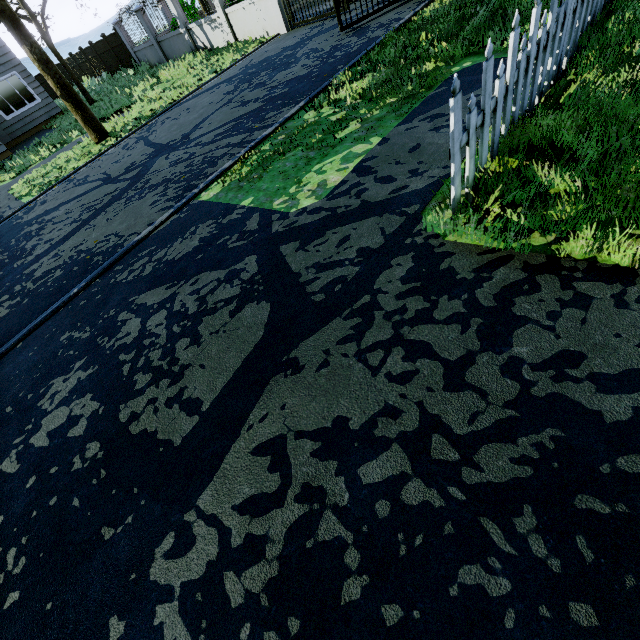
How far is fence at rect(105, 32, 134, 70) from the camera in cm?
1963

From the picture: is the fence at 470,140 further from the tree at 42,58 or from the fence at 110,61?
the fence at 110,61

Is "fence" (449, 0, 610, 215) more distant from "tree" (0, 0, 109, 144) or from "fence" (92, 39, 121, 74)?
"fence" (92, 39, 121, 74)

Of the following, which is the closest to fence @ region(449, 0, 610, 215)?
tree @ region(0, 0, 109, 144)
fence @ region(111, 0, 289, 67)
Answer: tree @ region(0, 0, 109, 144)

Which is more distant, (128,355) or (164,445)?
(128,355)
